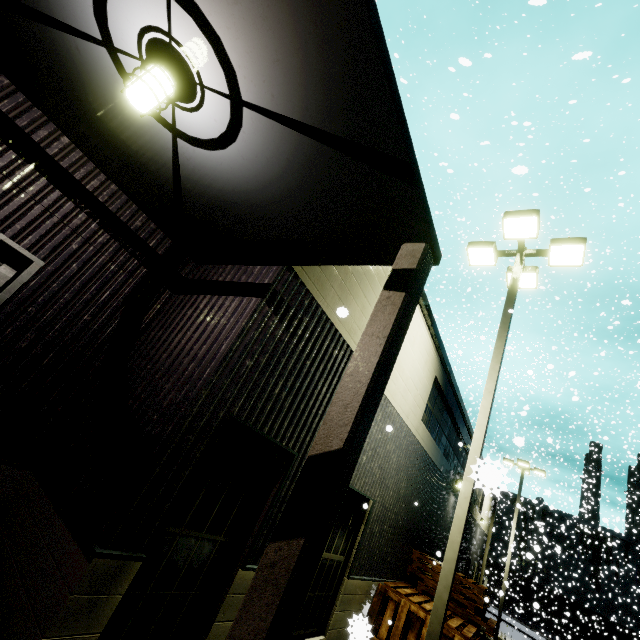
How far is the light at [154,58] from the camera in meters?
2.2

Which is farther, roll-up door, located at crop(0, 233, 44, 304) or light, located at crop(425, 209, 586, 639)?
light, located at crop(425, 209, 586, 639)

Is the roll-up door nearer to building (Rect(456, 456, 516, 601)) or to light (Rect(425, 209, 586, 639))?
building (Rect(456, 456, 516, 601))

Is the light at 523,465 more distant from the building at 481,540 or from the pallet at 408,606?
the pallet at 408,606

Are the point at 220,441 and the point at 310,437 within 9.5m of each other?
yes

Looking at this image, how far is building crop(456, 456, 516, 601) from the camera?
16.02m

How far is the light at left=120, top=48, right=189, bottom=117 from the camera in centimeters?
224cm

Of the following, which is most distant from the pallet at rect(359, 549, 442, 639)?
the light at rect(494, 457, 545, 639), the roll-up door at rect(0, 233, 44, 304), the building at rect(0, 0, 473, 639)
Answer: the light at rect(494, 457, 545, 639)
